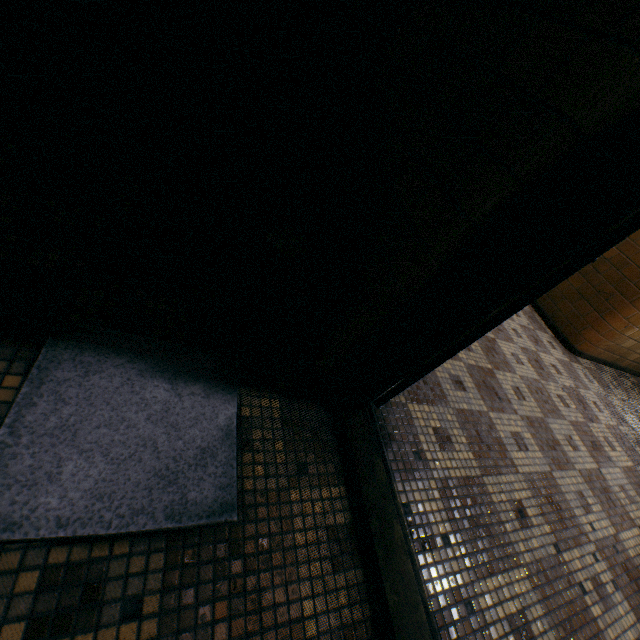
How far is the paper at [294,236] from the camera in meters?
1.3

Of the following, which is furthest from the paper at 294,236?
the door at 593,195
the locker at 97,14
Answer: the locker at 97,14

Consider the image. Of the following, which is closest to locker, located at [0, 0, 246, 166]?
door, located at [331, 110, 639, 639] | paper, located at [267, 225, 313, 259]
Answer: paper, located at [267, 225, 313, 259]

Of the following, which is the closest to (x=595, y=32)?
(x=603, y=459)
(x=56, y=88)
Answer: (x=56, y=88)

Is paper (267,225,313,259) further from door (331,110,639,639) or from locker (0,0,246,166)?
locker (0,0,246,166)

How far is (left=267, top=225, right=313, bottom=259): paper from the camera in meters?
1.3
